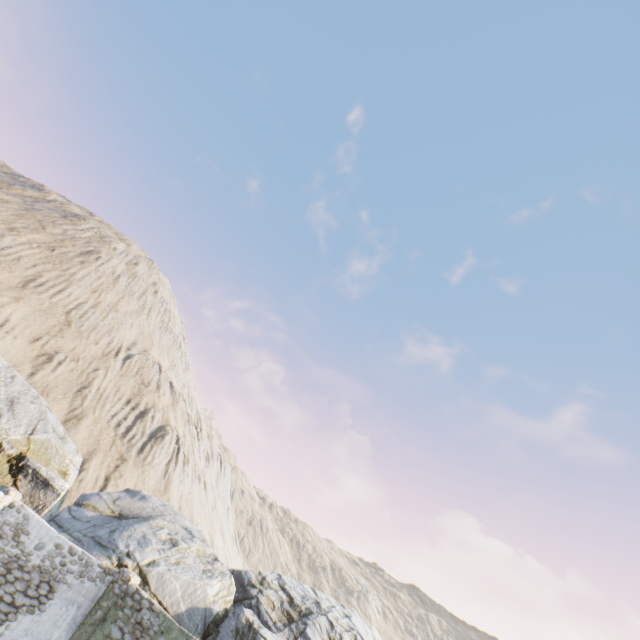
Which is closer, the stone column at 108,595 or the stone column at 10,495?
the stone column at 108,595

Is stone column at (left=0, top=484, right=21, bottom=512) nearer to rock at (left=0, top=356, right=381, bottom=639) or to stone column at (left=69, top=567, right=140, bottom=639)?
rock at (left=0, top=356, right=381, bottom=639)

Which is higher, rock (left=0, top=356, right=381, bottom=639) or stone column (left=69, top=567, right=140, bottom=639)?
rock (left=0, top=356, right=381, bottom=639)

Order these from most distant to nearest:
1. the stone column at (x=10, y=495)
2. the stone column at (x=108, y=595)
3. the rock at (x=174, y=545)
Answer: the rock at (x=174, y=545)
the stone column at (x=10, y=495)
the stone column at (x=108, y=595)

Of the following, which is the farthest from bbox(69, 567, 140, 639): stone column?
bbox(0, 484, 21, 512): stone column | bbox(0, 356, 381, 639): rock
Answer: bbox(0, 484, 21, 512): stone column

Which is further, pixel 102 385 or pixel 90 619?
pixel 102 385

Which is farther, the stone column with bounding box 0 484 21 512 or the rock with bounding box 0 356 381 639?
the rock with bounding box 0 356 381 639
